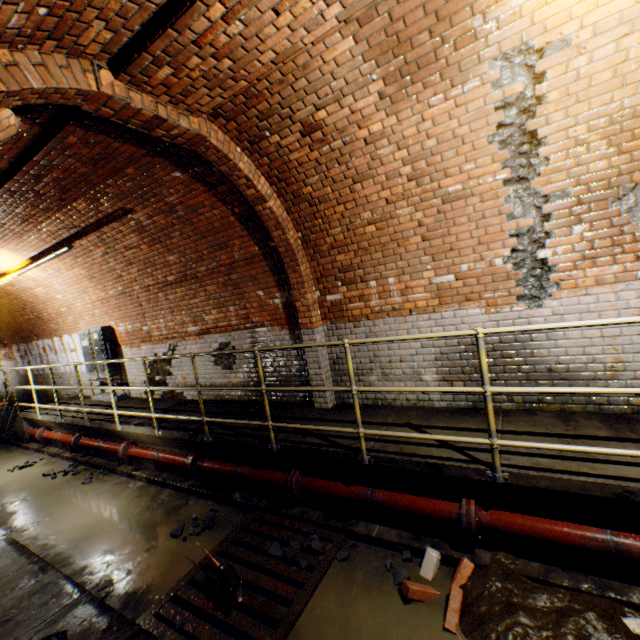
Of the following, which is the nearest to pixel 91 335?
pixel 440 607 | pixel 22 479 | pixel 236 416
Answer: pixel 22 479

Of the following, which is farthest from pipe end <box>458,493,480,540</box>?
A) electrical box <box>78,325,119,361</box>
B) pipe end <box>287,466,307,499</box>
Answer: electrical box <box>78,325,119,361</box>

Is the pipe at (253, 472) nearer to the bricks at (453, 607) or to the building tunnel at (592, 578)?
the building tunnel at (592, 578)

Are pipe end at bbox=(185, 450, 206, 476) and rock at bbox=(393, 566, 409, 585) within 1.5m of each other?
no

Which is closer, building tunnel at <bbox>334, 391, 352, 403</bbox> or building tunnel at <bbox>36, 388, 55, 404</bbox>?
building tunnel at <bbox>334, 391, 352, 403</bbox>

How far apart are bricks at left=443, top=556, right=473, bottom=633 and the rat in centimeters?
147cm

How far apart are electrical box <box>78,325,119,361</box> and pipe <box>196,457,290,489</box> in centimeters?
446cm

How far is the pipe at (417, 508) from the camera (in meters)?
3.10
